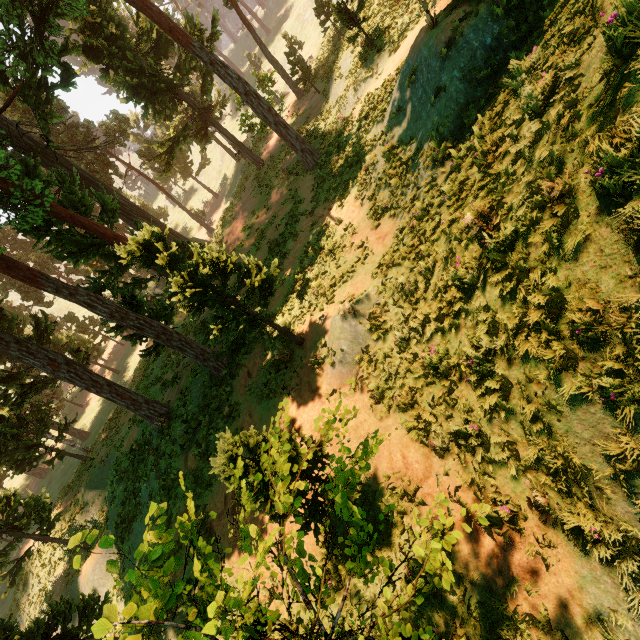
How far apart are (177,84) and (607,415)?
30.5m

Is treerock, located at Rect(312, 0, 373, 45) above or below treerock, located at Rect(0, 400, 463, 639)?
above

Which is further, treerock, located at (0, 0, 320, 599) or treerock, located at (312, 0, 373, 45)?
treerock, located at (312, 0, 373, 45)

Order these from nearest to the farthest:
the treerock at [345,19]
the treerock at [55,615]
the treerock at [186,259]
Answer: the treerock at [55,615] < the treerock at [186,259] < the treerock at [345,19]

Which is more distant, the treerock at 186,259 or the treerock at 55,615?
the treerock at 186,259

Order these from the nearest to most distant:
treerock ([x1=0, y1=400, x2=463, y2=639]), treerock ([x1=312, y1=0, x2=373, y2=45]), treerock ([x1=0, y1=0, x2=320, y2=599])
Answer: treerock ([x1=0, y1=400, x2=463, y2=639]) < treerock ([x1=0, y1=0, x2=320, y2=599]) < treerock ([x1=312, y1=0, x2=373, y2=45])
